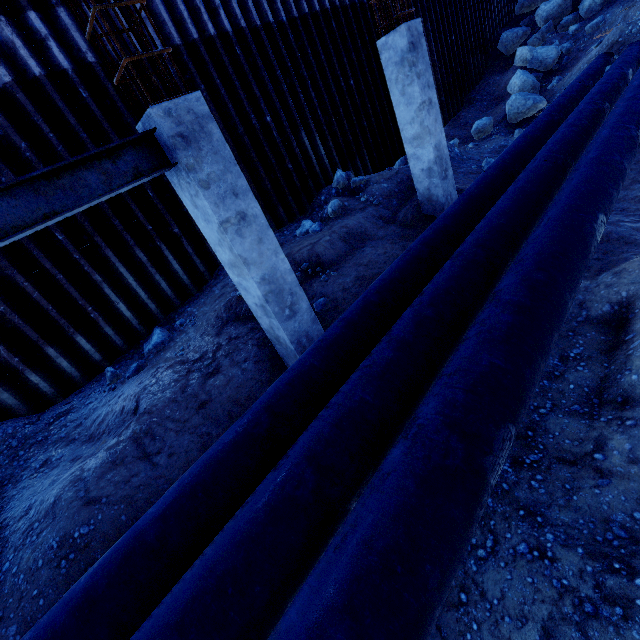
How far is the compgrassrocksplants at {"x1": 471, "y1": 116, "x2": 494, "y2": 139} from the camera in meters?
12.5

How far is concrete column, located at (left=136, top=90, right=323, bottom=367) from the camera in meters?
3.4

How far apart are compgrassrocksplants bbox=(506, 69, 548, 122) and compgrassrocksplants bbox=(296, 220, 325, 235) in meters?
10.4

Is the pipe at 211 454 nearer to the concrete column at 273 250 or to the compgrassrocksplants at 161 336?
the concrete column at 273 250

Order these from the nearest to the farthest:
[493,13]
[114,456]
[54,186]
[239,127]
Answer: [54,186] → [114,456] → [239,127] → [493,13]

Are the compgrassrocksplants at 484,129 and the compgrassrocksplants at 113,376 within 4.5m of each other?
no

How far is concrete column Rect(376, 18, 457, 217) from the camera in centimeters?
588cm

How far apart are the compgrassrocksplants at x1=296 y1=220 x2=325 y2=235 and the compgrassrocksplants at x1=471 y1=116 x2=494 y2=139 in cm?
870
